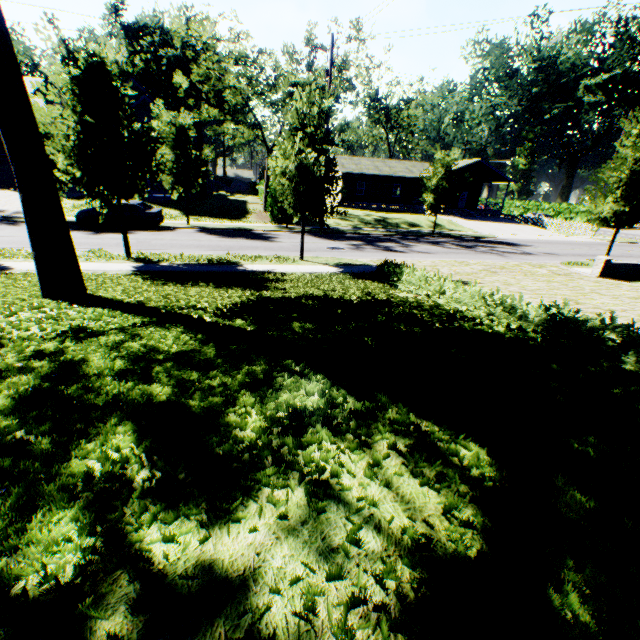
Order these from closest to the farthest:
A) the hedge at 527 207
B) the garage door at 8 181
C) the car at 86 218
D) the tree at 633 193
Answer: the tree at 633 193 → the car at 86 218 → the garage door at 8 181 → the hedge at 527 207

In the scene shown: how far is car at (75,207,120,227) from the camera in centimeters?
1959cm

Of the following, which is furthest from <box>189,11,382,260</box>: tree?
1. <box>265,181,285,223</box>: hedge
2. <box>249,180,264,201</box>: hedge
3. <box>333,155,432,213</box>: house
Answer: <box>249,180,264,201</box>: hedge

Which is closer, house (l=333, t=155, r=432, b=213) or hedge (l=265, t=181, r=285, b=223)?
hedge (l=265, t=181, r=285, b=223)

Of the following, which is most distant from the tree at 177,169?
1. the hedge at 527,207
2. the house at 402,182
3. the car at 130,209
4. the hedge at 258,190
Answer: the hedge at 527,207

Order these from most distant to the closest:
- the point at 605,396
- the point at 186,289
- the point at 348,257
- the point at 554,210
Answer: the point at 554,210, the point at 348,257, the point at 186,289, the point at 605,396

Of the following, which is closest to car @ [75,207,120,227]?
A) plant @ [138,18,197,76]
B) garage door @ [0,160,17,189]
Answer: garage door @ [0,160,17,189]

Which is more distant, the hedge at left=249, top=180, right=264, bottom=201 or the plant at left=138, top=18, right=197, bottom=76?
the plant at left=138, top=18, right=197, bottom=76
